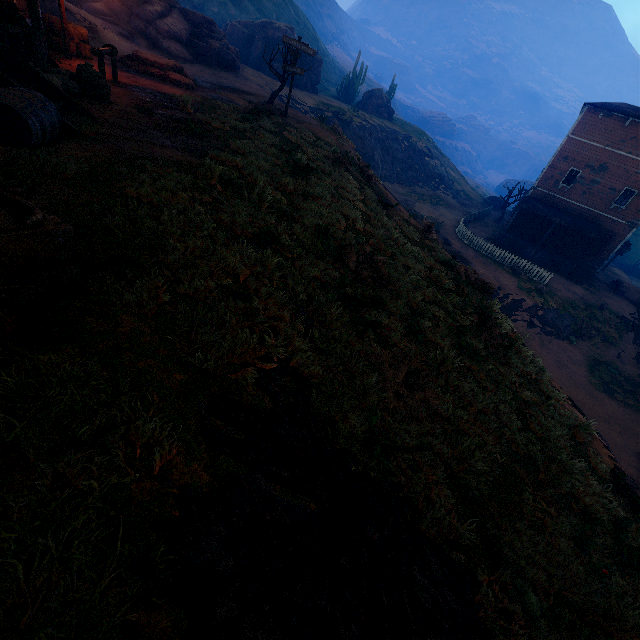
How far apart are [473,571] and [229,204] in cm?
593

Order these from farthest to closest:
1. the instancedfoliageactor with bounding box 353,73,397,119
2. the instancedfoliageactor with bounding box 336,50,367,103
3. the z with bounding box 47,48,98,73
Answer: the instancedfoliageactor with bounding box 336,50,367,103 < the instancedfoliageactor with bounding box 353,73,397,119 < the z with bounding box 47,48,98,73

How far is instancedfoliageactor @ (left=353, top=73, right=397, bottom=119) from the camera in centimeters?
4397cm

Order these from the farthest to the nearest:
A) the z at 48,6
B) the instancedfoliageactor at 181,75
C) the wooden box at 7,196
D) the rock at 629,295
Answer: the rock at 629,295 < the z at 48,6 < the instancedfoliageactor at 181,75 < the wooden box at 7,196

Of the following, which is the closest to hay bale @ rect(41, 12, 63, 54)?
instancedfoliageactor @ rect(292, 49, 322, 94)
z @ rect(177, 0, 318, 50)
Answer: instancedfoliageactor @ rect(292, 49, 322, 94)

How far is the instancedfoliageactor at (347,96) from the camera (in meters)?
45.28

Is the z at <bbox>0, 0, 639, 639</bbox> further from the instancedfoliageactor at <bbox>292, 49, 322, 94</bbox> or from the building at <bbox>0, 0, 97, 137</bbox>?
the instancedfoliageactor at <bbox>292, 49, 322, 94</bbox>

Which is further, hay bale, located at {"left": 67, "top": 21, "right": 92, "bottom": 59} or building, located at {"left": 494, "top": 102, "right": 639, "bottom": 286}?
building, located at {"left": 494, "top": 102, "right": 639, "bottom": 286}
